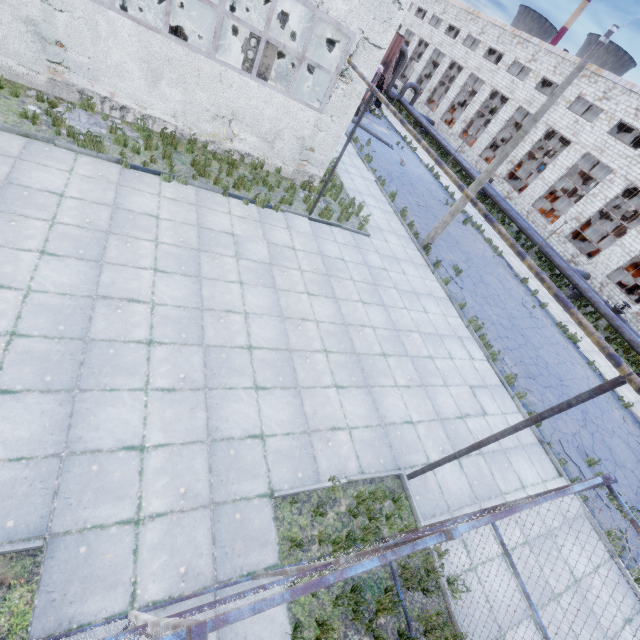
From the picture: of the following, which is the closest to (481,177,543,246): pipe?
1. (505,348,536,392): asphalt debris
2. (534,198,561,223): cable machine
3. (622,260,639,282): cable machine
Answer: (534,198,561,223): cable machine

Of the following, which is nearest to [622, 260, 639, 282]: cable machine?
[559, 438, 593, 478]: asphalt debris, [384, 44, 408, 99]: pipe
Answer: [384, 44, 408, 99]: pipe

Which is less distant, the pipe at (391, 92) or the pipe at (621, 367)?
the pipe at (621, 367)

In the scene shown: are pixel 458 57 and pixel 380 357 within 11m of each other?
no

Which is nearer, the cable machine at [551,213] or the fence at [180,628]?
the fence at [180,628]

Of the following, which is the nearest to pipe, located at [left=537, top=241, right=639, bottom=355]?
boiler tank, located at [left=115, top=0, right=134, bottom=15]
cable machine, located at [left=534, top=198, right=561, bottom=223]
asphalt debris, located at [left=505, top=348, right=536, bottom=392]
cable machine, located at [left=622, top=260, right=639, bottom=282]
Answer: cable machine, located at [left=534, top=198, right=561, bottom=223]

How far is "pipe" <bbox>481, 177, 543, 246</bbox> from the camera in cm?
2436

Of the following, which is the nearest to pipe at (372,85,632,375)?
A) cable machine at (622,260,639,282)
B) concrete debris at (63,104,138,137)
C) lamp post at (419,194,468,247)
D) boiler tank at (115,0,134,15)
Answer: lamp post at (419,194,468,247)
